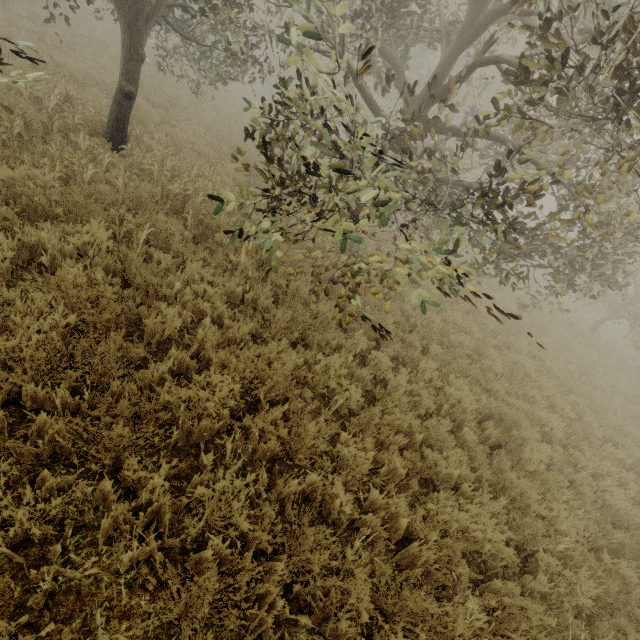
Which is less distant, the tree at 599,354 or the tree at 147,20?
the tree at 147,20

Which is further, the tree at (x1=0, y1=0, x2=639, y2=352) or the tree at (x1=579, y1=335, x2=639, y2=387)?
the tree at (x1=579, y1=335, x2=639, y2=387)

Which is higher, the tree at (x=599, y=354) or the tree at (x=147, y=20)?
the tree at (x=147, y=20)

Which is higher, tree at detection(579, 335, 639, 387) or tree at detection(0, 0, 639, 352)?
tree at detection(0, 0, 639, 352)

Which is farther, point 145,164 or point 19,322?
point 145,164
